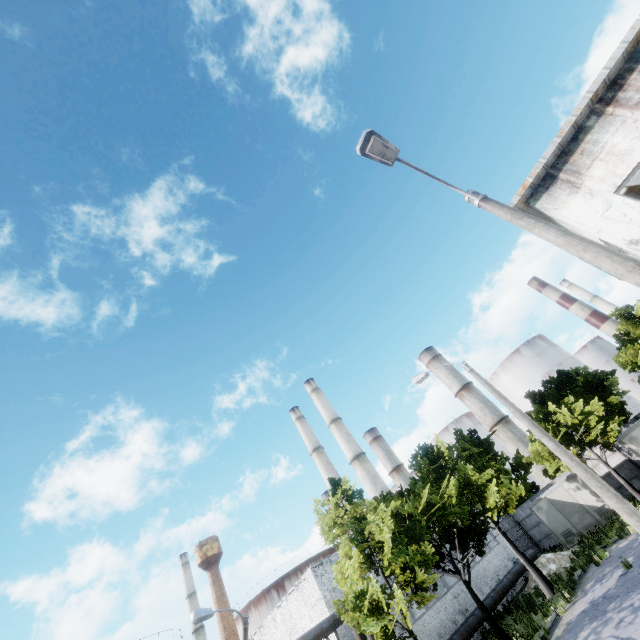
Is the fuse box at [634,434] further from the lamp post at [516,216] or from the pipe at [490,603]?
the lamp post at [516,216]

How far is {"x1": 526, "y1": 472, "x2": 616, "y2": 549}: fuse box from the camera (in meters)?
23.20

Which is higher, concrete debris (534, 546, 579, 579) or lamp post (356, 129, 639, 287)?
lamp post (356, 129, 639, 287)

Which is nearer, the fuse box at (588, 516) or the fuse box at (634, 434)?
the fuse box at (634, 434)

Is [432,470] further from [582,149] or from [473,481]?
[582,149]

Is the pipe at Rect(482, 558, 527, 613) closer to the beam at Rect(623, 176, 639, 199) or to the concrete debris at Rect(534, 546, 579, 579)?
the concrete debris at Rect(534, 546, 579, 579)

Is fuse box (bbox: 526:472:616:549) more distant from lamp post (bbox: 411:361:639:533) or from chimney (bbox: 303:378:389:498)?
lamp post (bbox: 411:361:639:533)

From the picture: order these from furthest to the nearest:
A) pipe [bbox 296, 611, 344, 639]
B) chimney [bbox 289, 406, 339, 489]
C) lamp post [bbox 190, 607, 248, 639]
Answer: chimney [bbox 289, 406, 339, 489] < pipe [bbox 296, 611, 344, 639] < lamp post [bbox 190, 607, 248, 639]
